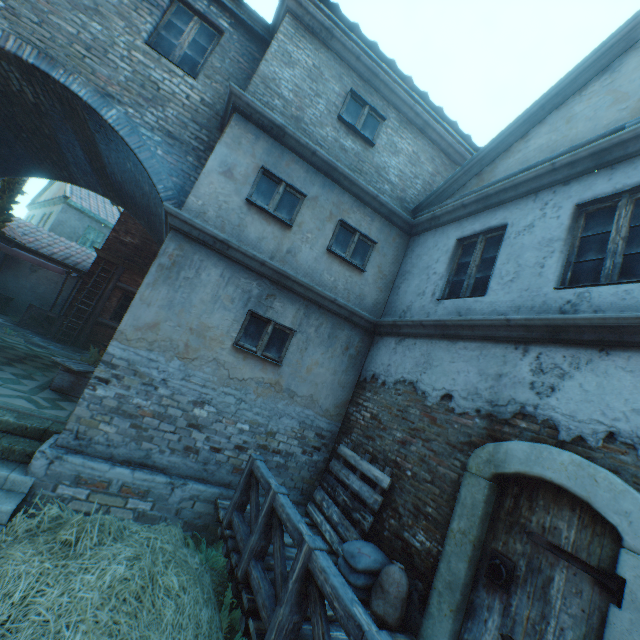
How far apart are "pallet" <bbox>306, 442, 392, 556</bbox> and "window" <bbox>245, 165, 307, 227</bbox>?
4.30m

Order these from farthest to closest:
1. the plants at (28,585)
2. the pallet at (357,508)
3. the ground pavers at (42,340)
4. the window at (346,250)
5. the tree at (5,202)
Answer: the tree at (5,202), the ground pavers at (42,340), the window at (346,250), the pallet at (357,508), the plants at (28,585)

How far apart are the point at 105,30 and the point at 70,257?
12.8 meters

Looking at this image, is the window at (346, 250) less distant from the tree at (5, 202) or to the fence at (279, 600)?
the fence at (279, 600)

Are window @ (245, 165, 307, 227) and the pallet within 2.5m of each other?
no

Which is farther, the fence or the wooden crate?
the wooden crate

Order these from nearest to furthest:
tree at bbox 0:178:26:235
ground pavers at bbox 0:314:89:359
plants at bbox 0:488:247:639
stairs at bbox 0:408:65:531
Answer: plants at bbox 0:488:247:639
stairs at bbox 0:408:65:531
ground pavers at bbox 0:314:89:359
tree at bbox 0:178:26:235

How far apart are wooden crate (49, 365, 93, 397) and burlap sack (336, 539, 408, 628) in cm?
617
